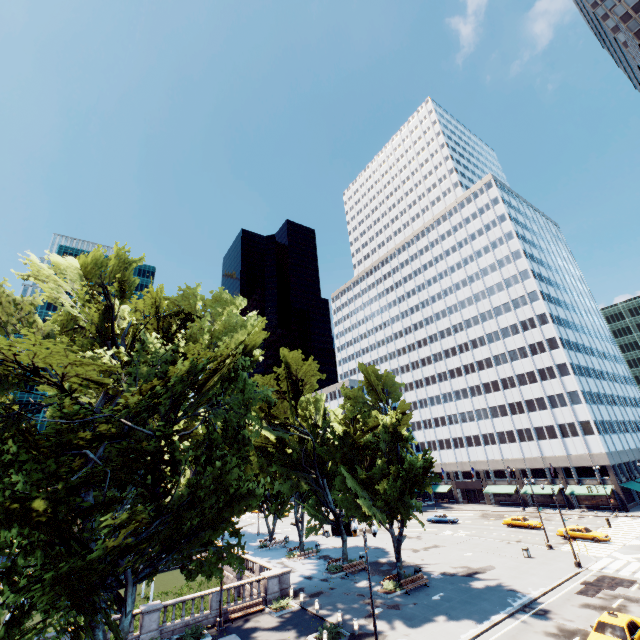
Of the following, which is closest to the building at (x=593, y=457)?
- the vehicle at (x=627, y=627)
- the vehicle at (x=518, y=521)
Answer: the vehicle at (x=518, y=521)

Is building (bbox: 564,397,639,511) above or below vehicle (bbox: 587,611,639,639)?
above

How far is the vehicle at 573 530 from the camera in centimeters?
3791cm

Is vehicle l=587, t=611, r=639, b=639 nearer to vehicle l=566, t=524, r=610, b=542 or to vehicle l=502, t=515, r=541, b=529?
vehicle l=566, t=524, r=610, b=542

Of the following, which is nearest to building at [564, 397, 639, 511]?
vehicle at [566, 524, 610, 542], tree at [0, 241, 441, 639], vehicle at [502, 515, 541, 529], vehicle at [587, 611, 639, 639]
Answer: tree at [0, 241, 441, 639]

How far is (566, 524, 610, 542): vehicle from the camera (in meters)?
37.91

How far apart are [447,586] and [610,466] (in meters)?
46.70
